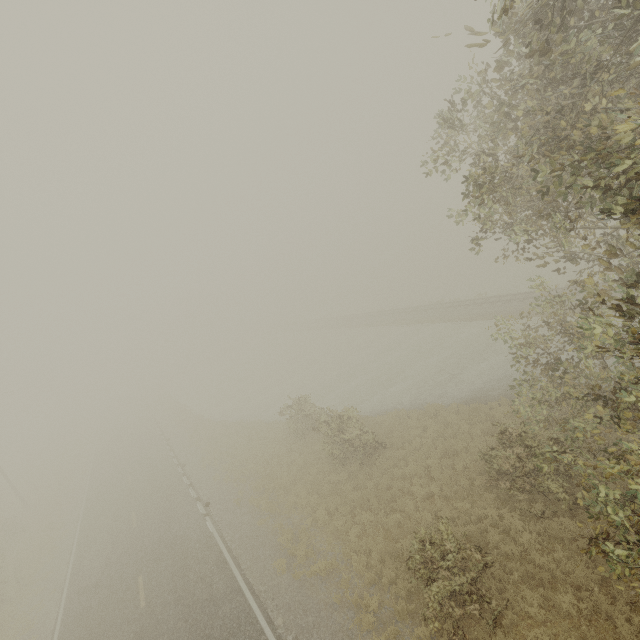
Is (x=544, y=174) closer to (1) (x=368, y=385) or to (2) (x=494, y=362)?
(2) (x=494, y=362)
